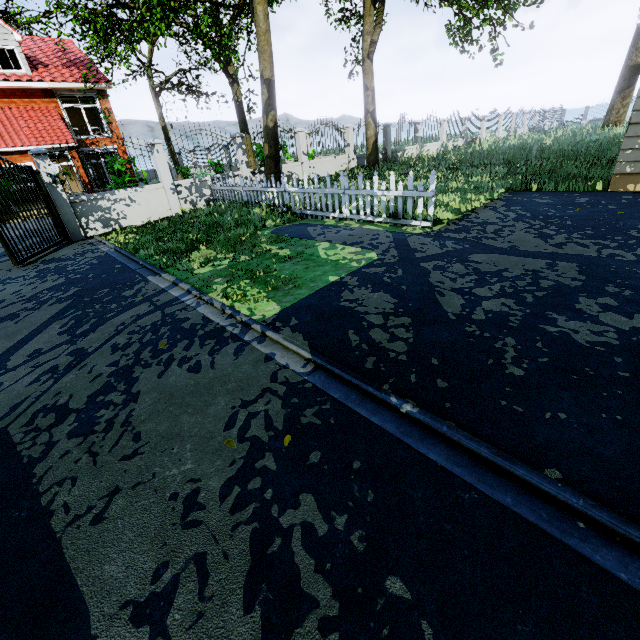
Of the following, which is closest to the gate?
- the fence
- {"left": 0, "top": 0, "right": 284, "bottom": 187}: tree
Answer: the fence

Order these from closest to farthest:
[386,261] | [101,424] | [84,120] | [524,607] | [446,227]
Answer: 1. [524,607]
2. [101,424]
3. [386,261]
4. [446,227]
5. [84,120]

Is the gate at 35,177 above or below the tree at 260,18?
above

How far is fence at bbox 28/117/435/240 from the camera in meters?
7.3

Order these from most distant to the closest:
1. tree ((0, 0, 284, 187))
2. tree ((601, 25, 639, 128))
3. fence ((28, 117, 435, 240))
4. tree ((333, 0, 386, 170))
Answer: tree ((601, 25, 639, 128))
tree ((333, 0, 386, 170))
tree ((0, 0, 284, 187))
fence ((28, 117, 435, 240))

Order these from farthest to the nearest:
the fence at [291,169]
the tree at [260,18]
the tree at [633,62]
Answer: the tree at [633,62] → the tree at [260,18] → the fence at [291,169]

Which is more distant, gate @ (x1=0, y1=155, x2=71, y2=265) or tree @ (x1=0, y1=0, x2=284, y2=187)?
tree @ (x1=0, y1=0, x2=284, y2=187)

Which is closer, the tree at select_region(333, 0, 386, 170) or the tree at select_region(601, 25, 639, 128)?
the tree at select_region(333, 0, 386, 170)
